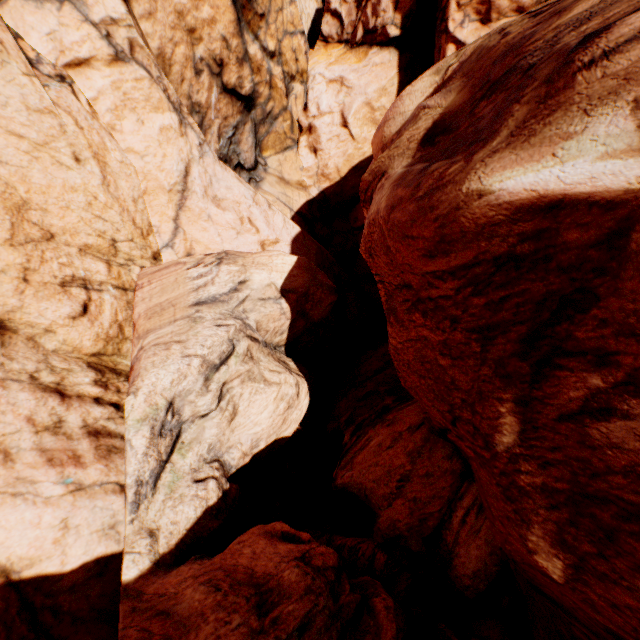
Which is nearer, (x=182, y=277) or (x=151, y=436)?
(x=151, y=436)
